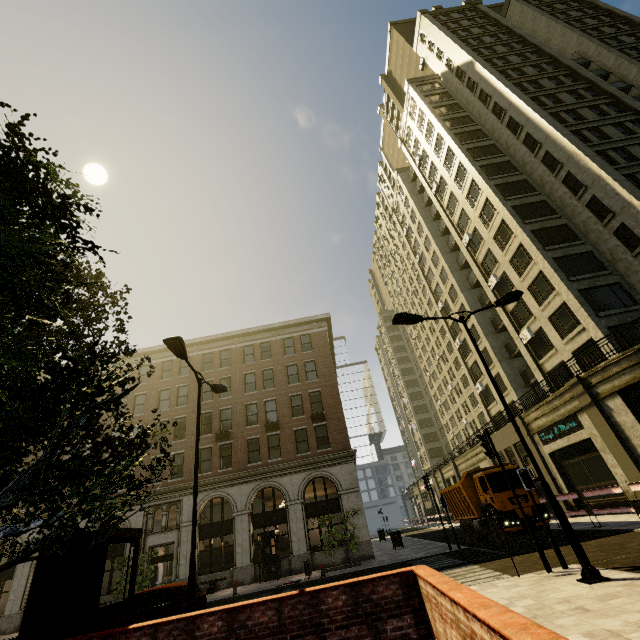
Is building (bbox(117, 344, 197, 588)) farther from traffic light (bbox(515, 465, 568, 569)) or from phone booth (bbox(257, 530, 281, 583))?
traffic light (bbox(515, 465, 568, 569))

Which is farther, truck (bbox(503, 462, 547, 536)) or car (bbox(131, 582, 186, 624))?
truck (bbox(503, 462, 547, 536))

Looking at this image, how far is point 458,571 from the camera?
12.0 meters

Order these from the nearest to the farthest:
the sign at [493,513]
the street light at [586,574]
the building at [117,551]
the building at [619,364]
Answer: the street light at [586,574]
the sign at [493,513]
the building at [619,364]
the building at [117,551]

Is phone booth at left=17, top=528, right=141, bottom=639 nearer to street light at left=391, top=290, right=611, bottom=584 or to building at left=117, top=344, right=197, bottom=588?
street light at left=391, top=290, right=611, bottom=584

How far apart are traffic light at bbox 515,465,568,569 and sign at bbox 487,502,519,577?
1.02m

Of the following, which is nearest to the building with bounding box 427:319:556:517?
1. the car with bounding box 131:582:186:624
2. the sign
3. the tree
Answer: the tree

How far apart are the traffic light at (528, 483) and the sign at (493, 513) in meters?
1.0
